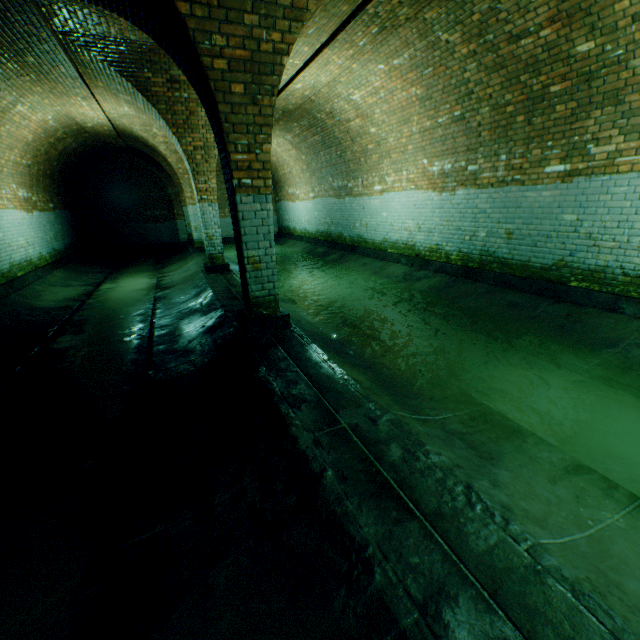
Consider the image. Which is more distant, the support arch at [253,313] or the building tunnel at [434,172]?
the support arch at [253,313]

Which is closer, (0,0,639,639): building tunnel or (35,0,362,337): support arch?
(0,0,639,639): building tunnel

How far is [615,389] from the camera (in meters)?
3.67
